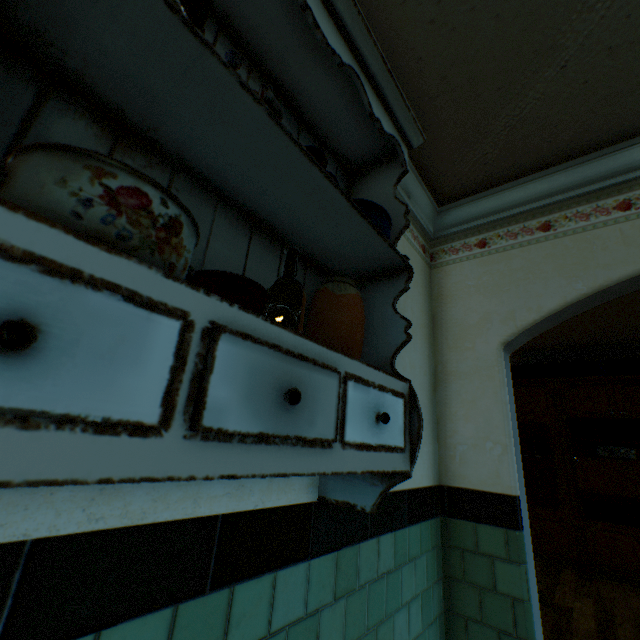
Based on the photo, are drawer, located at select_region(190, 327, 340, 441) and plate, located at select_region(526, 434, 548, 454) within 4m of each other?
no

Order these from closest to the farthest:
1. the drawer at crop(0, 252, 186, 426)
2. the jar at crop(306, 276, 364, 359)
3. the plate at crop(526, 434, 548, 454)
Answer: the drawer at crop(0, 252, 186, 426) < the jar at crop(306, 276, 364, 359) < the plate at crop(526, 434, 548, 454)

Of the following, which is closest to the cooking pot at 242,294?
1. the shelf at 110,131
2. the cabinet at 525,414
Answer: the shelf at 110,131

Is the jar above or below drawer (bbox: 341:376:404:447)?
above

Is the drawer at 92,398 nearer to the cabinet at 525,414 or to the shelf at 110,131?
the shelf at 110,131

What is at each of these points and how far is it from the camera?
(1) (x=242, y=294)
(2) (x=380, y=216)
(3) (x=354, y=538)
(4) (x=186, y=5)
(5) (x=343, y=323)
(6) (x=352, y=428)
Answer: (1) cooking pot, 0.71m
(2) cooking pot, 1.17m
(3) building, 1.30m
(4) tray, 0.66m
(5) jar, 1.02m
(6) drawer, 0.78m

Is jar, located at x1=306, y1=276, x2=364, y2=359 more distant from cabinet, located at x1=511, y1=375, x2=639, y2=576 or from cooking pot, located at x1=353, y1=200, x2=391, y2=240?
cabinet, located at x1=511, y1=375, x2=639, y2=576

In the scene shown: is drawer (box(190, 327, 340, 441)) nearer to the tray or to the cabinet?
the tray
